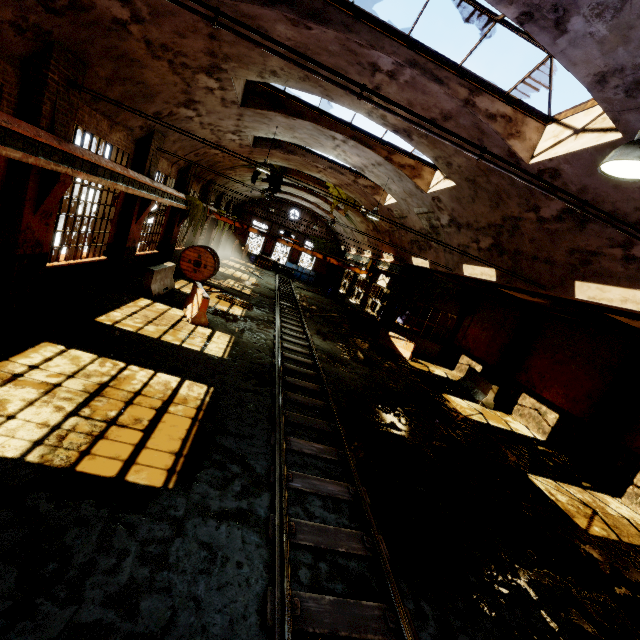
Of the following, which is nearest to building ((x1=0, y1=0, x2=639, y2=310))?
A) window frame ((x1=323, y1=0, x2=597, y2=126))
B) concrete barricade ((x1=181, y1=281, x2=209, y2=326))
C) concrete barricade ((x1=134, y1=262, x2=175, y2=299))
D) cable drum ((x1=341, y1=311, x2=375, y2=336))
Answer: window frame ((x1=323, y1=0, x2=597, y2=126))

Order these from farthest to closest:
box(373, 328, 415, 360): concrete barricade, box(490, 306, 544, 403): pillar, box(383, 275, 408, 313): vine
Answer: box(383, 275, 408, 313): vine
box(373, 328, 415, 360): concrete barricade
box(490, 306, 544, 403): pillar

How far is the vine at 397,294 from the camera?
19.23m

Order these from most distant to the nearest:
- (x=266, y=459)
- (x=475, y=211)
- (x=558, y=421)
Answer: (x=558, y=421) < (x=475, y=211) < (x=266, y=459)

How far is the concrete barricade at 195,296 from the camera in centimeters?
1085cm

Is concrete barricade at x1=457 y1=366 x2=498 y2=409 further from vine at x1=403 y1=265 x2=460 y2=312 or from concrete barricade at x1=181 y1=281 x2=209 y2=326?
concrete barricade at x1=181 y1=281 x2=209 y2=326

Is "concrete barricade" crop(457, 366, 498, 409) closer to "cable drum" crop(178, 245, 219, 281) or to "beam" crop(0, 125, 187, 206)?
"cable drum" crop(178, 245, 219, 281)

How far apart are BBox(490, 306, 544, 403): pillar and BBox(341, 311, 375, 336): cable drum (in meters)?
7.00
